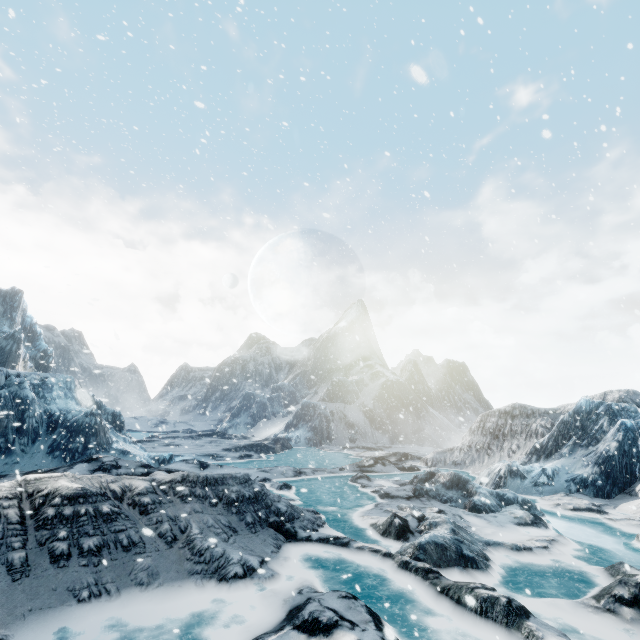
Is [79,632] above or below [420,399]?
below
